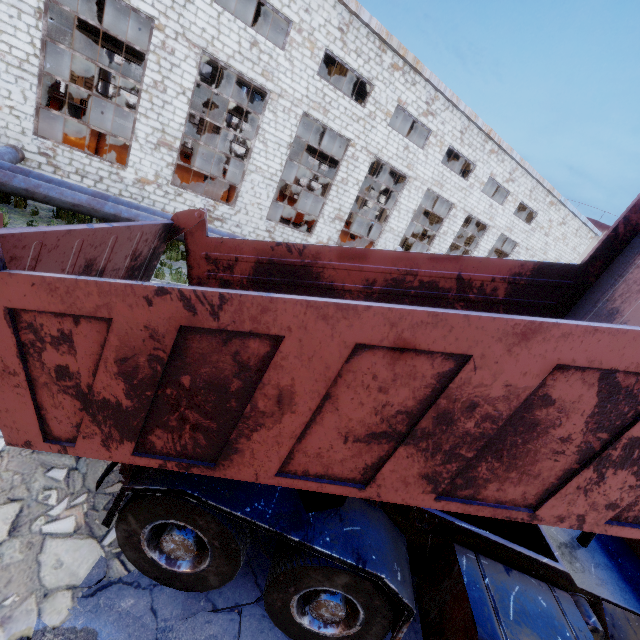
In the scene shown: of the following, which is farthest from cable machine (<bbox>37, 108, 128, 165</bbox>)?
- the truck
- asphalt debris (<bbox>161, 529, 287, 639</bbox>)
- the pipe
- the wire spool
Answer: asphalt debris (<bbox>161, 529, 287, 639</bbox>)

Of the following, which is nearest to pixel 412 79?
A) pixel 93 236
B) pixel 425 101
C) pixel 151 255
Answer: pixel 425 101

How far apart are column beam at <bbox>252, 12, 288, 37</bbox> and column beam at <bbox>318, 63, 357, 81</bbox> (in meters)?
4.00

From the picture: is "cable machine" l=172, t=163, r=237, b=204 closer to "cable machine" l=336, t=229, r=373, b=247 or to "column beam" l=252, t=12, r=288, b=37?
"cable machine" l=336, t=229, r=373, b=247

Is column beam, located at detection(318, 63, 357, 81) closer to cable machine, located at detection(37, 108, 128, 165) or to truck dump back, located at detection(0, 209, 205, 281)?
cable machine, located at detection(37, 108, 128, 165)

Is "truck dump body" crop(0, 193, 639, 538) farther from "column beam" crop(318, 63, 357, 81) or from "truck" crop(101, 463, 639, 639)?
"column beam" crop(318, 63, 357, 81)

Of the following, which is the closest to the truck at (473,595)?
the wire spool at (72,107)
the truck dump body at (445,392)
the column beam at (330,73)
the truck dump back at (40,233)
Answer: the truck dump body at (445,392)

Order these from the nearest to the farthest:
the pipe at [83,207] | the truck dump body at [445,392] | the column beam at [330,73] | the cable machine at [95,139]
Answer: the truck dump body at [445,392] < the pipe at [83,207] < the cable machine at [95,139] < the column beam at [330,73]
